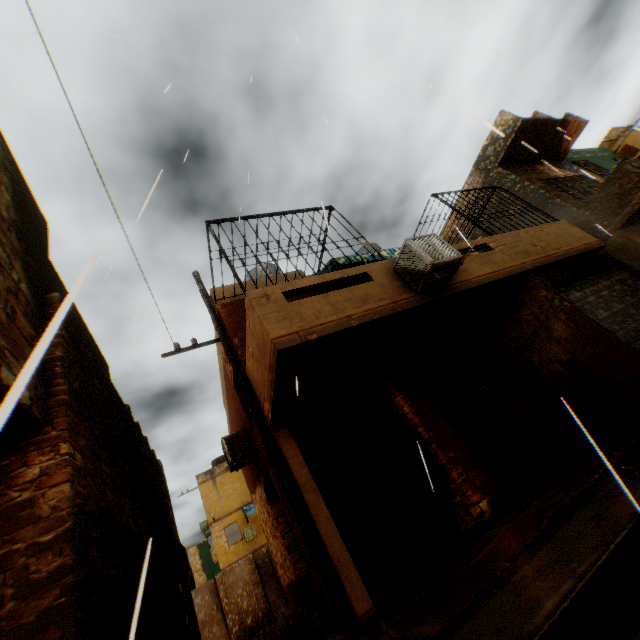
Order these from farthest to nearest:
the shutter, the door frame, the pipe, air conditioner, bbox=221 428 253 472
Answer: air conditioner, bbox=221 428 253 472, the shutter, the door frame, the pipe

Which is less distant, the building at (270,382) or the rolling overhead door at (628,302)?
the building at (270,382)

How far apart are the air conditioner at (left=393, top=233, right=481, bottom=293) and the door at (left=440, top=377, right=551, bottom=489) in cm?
278

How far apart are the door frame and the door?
0.0 meters

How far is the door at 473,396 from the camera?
6.7m

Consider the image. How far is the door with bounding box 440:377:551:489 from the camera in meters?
6.7

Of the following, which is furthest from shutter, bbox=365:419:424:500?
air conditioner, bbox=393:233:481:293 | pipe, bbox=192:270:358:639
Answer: air conditioner, bbox=393:233:481:293

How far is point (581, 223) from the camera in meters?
10.9
